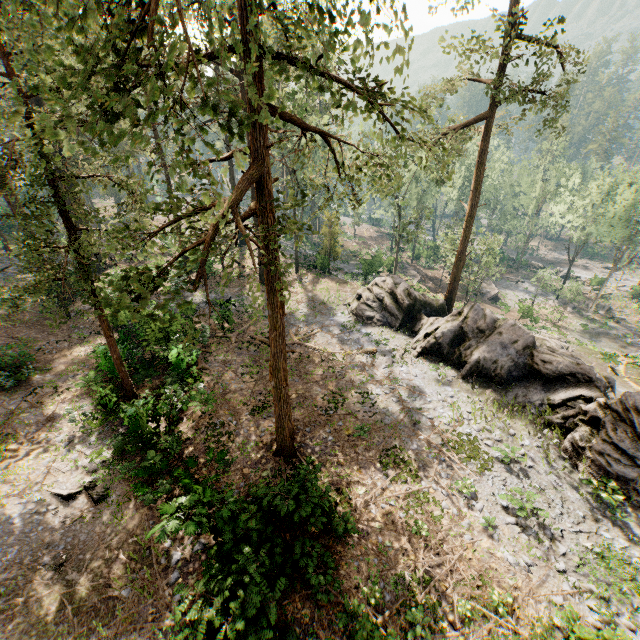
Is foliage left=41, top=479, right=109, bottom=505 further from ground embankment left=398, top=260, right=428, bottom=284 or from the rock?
ground embankment left=398, top=260, right=428, bottom=284

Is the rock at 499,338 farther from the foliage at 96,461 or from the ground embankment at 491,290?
the ground embankment at 491,290

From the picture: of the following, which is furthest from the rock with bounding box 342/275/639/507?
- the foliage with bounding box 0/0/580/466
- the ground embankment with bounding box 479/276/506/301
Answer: the ground embankment with bounding box 479/276/506/301

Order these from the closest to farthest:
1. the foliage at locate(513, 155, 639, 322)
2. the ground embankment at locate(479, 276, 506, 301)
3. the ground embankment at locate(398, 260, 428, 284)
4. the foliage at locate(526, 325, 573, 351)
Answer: the foliage at locate(526, 325, 573, 351) → the foliage at locate(513, 155, 639, 322) → the ground embankment at locate(398, 260, 428, 284) → the ground embankment at locate(479, 276, 506, 301)

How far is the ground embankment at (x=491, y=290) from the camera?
47.7 meters

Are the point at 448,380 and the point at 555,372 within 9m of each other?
yes

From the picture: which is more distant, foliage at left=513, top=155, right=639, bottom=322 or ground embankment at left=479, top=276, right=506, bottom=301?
ground embankment at left=479, top=276, right=506, bottom=301

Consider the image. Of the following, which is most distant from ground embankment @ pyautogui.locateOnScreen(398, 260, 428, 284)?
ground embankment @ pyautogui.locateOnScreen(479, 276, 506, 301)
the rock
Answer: the rock
